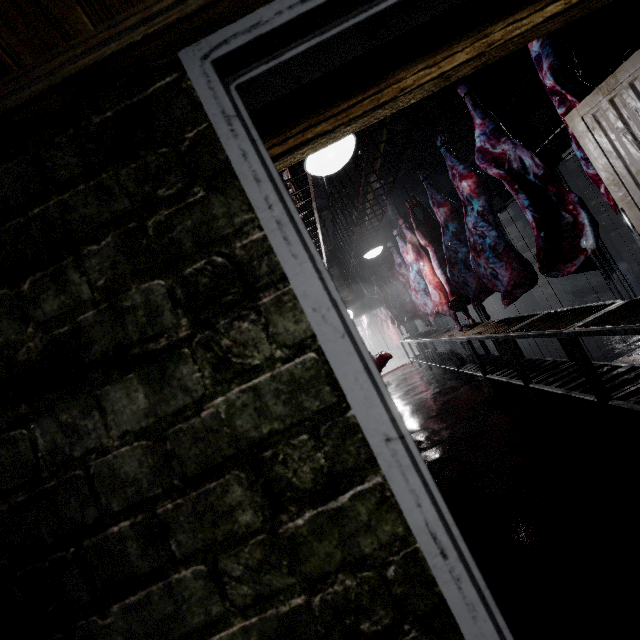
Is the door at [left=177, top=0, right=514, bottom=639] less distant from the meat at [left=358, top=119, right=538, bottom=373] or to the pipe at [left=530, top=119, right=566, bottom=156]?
the pipe at [left=530, top=119, right=566, bottom=156]

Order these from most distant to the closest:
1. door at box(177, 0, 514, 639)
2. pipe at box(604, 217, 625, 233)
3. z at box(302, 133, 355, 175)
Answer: pipe at box(604, 217, 625, 233) < z at box(302, 133, 355, 175) < door at box(177, 0, 514, 639)

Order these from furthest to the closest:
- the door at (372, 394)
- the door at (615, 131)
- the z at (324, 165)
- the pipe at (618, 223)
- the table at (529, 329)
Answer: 1. the pipe at (618, 223)
2. the table at (529, 329)
3. the z at (324, 165)
4. the door at (615, 131)
5. the door at (372, 394)

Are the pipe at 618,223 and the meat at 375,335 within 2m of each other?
no

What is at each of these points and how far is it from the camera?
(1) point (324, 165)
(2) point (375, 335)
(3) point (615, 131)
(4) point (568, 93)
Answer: (1) z, 1.8m
(2) meat, 15.1m
(3) door, 1.3m
(4) meat, 1.7m

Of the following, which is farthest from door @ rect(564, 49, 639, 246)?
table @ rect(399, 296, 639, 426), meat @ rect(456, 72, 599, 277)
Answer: meat @ rect(456, 72, 599, 277)

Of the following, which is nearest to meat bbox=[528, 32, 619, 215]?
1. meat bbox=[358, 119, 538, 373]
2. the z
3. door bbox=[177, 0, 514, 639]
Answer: door bbox=[177, 0, 514, 639]

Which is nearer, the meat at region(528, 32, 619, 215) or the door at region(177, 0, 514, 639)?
the door at region(177, 0, 514, 639)
